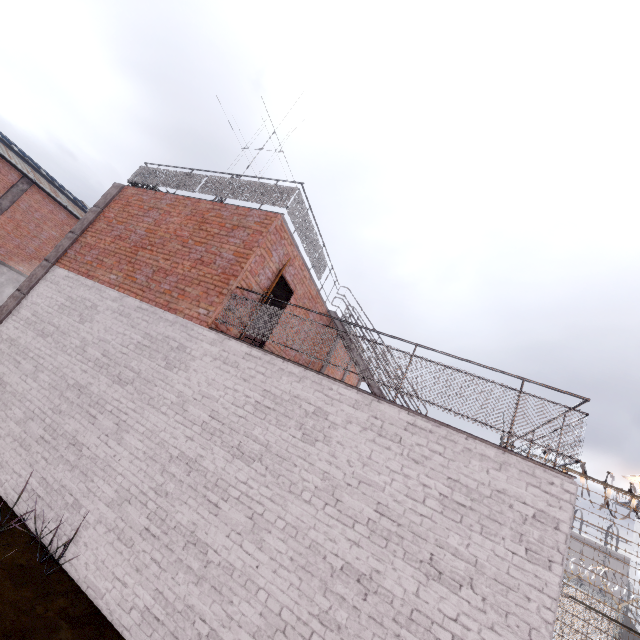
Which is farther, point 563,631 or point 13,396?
point 563,631

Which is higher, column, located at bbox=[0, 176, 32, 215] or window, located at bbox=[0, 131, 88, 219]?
window, located at bbox=[0, 131, 88, 219]

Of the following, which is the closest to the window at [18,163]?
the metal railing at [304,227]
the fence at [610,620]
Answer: the fence at [610,620]

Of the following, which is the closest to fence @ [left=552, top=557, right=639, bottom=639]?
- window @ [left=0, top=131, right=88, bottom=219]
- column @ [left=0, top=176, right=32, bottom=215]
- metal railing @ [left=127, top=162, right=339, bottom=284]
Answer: metal railing @ [left=127, top=162, right=339, bottom=284]

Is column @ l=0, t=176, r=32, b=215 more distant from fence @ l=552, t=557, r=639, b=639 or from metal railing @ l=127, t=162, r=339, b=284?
fence @ l=552, t=557, r=639, b=639

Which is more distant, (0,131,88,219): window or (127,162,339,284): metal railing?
(0,131,88,219): window

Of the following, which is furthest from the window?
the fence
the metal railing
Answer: the metal railing
